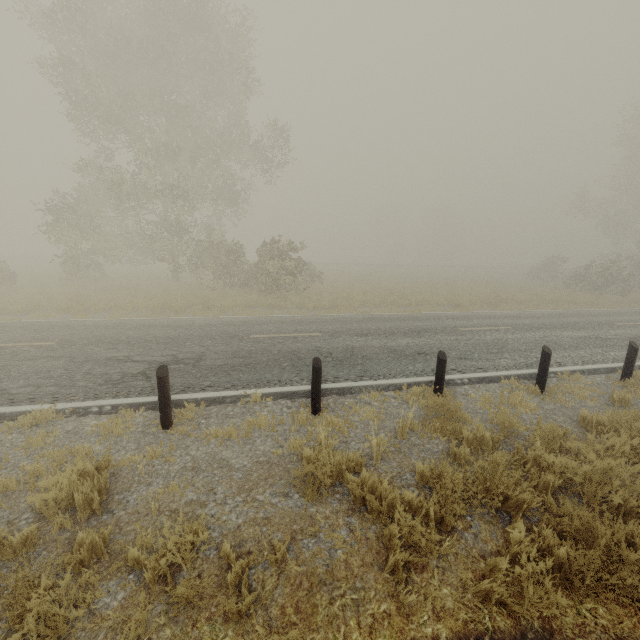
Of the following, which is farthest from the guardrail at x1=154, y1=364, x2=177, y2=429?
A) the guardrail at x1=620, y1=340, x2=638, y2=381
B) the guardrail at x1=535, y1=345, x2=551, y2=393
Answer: the guardrail at x1=620, y1=340, x2=638, y2=381

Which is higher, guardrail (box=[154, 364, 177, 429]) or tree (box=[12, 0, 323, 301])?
tree (box=[12, 0, 323, 301])

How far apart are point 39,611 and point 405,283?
27.0m

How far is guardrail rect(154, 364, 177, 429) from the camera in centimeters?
512cm

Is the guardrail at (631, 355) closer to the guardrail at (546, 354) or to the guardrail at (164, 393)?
the guardrail at (546, 354)

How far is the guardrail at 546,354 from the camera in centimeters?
691cm

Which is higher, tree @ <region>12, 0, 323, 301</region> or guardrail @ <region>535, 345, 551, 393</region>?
tree @ <region>12, 0, 323, 301</region>

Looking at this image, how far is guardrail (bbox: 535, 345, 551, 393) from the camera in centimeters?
691cm
